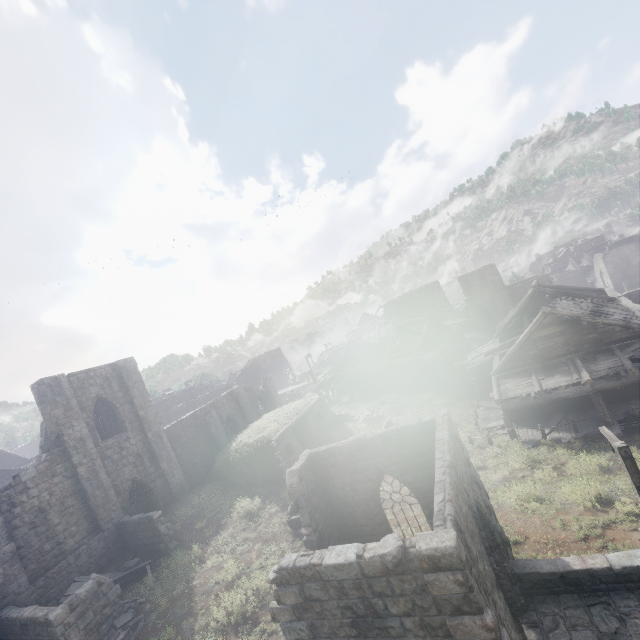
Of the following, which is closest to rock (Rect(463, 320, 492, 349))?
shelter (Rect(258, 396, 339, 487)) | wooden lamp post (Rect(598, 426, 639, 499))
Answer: shelter (Rect(258, 396, 339, 487))

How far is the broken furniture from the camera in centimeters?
1562cm

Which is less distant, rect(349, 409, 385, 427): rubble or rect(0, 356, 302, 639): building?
rect(0, 356, 302, 639): building

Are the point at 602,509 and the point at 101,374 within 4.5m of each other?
no

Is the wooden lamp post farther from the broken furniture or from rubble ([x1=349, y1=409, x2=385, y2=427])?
the broken furniture

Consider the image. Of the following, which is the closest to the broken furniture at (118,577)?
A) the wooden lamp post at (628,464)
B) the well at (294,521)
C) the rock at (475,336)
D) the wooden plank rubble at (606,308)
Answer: the well at (294,521)

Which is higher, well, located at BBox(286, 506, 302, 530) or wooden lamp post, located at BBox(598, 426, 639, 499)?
wooden lamp post, located at BBox(598, 426, 639, 499)

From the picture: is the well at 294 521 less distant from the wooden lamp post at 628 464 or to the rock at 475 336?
the wooden lamp post at 628 464
